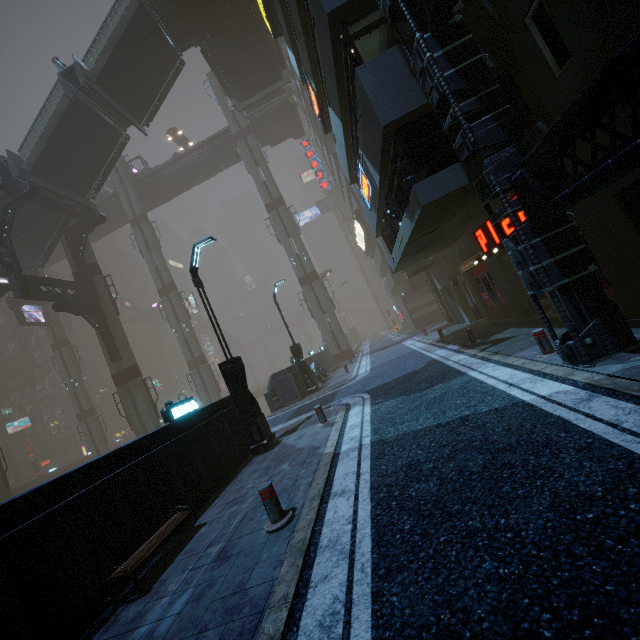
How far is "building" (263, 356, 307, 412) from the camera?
18.1m

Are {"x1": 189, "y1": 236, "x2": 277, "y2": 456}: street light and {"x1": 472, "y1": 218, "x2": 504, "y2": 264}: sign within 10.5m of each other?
yes

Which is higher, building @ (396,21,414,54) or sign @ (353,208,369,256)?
sign @ (353,208,369,256)

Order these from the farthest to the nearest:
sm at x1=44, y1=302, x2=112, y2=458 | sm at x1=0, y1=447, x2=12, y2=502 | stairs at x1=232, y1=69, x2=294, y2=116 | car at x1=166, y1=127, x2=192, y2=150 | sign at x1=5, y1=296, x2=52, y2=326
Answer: car at x1=166, y1=127, x2=192, y2=150 < sm at x1=44, y1=302, x2=112, y2=458 < sign at x1=5, y1=296, x2=52, y2=326 < stairs at x1=232, y1=69, x2=294, y2=116 < sm at x1=0, y1=447, x2=12, y2=502

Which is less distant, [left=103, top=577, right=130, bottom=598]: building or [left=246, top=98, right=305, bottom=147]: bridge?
[left=103, top=577, right=130, bottom=598]: building

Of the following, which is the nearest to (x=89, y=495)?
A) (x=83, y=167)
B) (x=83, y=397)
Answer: (x=83, y=167)

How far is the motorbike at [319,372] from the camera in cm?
2094

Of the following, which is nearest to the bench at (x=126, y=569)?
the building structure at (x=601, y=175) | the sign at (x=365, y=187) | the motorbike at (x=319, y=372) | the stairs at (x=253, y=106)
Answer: the building structure at (x=601, y=175)
